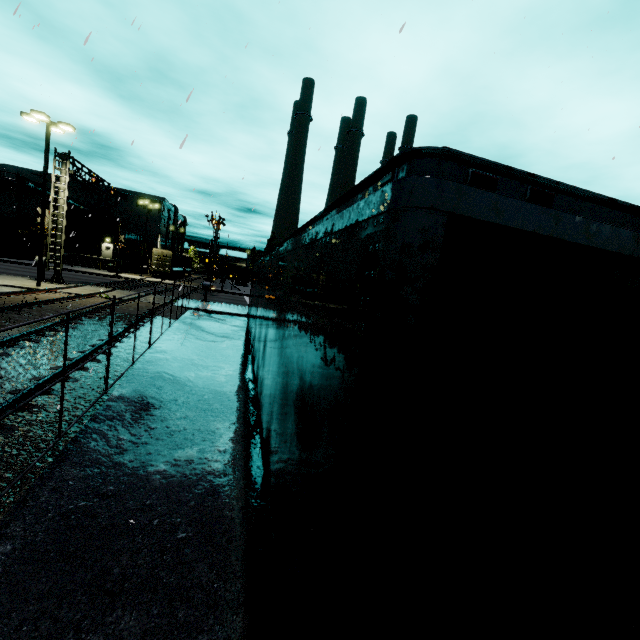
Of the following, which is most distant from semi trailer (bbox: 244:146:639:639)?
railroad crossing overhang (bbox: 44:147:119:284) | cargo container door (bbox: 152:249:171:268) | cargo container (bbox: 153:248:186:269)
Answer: railroad crossing overhang (bbox: 44:147:119:284)

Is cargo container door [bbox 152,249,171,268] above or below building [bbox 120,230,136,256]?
below

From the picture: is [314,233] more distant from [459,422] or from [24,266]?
[24,266]

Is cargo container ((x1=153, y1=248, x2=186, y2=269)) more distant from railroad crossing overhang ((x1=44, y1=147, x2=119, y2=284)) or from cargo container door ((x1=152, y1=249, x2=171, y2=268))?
railroad crossing overhang ((x1=44, y1=147, x2=119, y2=284))

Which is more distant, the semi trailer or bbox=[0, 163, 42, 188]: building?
bbox=[0, 163, 42, 188]: building

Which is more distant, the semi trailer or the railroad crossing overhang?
the railroad crossing overhang

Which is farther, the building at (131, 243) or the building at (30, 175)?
the building at (131, 243)

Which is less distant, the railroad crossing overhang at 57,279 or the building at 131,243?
the railroad crossing overhang at 57,279
